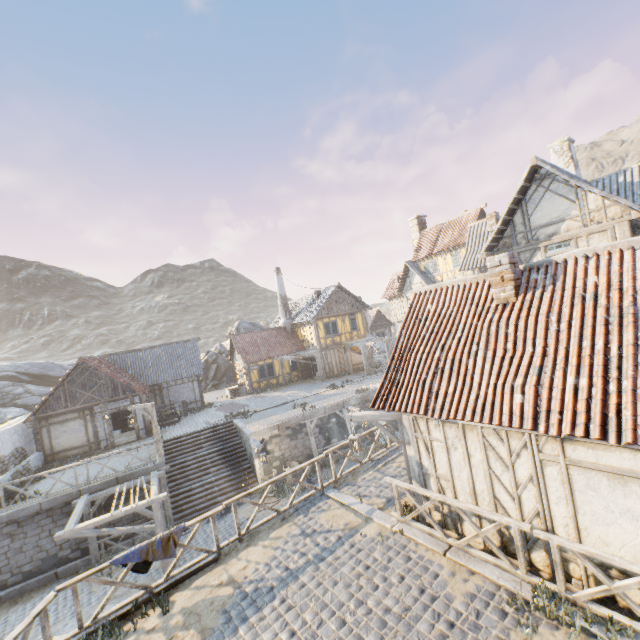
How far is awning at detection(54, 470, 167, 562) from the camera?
11.9 meters

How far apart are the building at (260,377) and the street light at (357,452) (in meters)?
22.76

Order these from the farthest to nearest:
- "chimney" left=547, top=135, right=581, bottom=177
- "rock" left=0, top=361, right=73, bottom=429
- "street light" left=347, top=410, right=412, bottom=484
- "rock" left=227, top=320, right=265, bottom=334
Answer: "rock" left=227, top=320, right=265, bottom=334 → "rock" left=0, top=361, right=73, bottom=429 → "chimney" left=547, top=135, right=581, bottom=177 → "street light" left=347, top=410, right=412, bottom=484

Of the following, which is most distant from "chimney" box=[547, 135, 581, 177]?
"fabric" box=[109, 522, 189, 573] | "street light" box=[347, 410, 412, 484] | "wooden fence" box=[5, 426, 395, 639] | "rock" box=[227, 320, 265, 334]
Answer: "rock" box=[227, 320, 265, 334]

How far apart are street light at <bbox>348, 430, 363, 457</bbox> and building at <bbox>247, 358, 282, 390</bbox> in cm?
2276

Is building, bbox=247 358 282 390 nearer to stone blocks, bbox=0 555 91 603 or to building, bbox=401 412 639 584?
stone blocks, bbox=0 555 91 603

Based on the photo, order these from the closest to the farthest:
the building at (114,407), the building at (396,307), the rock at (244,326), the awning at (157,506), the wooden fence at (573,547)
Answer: the wooden fence at (573,547) < the awning at (157,506) < the building at (114,407) < the building at (396,307) < the rock at (244,326)

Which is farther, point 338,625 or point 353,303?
point 353,303
